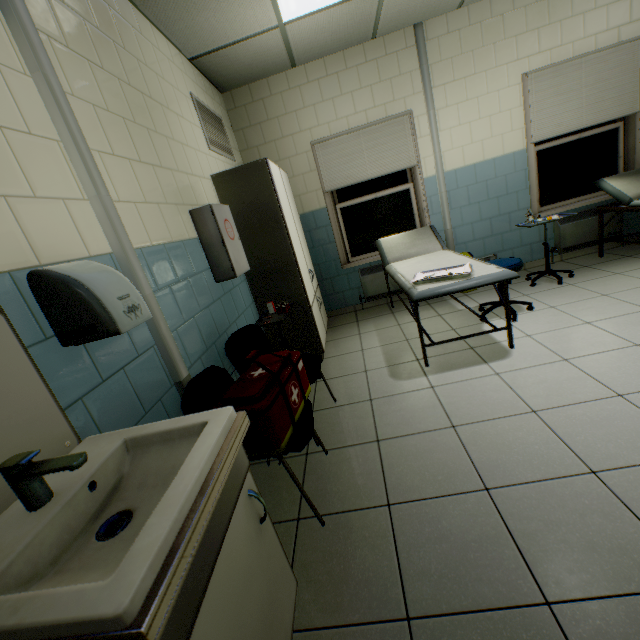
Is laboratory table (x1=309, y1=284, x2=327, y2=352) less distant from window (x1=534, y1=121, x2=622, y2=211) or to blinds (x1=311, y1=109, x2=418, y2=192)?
blinds (x1=311, y1=109, x2=418, y2=192)

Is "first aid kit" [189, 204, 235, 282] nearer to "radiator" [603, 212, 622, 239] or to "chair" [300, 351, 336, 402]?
"chair" [300, 351, 336, 402]

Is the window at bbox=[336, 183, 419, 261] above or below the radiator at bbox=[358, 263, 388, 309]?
above

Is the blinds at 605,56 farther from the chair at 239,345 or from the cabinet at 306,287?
the chair at 239,345

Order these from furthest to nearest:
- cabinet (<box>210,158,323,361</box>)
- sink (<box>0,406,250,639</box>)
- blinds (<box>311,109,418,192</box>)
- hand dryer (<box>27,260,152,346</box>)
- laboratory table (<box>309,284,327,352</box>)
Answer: blinds (<box>311,109,418,192</box>) → laboratory table (<box>309,284,327,352</box>) → cabinet (<box>210,158,323,361</box>) → hand dryer (<box>27,260,152,346</box>) → sink (<box>0,406,250,639</box>)

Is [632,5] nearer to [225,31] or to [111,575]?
[225,31]

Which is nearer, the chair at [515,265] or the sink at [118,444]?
the sink at [118,444]

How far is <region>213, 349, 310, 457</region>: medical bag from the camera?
1.5m
